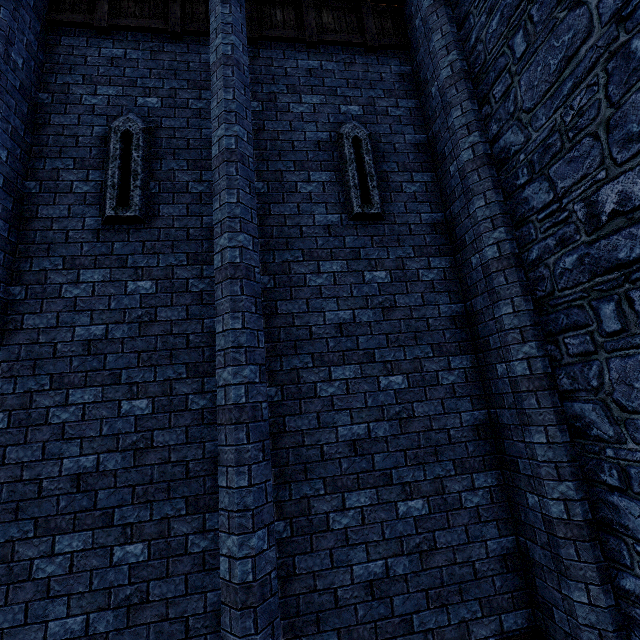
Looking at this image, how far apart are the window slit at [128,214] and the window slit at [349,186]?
2.76m

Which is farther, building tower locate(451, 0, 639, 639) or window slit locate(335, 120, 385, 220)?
window slit locate(335, 120, 385, 220)

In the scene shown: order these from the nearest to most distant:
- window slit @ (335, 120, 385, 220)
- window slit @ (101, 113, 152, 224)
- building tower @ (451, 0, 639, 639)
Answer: building tower @ (451, 0, 639, 639), window slit @ (101, 113, 152, 224), window slit @ (335, 120, 385, 220)

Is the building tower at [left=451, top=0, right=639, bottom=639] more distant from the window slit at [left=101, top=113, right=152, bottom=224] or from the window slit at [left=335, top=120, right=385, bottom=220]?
the window slit at [left=101, top=113, right=152, bottom=224]

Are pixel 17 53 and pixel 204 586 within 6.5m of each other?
no

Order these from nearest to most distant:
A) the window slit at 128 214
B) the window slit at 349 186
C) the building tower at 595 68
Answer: the building tower at 595 68 < the window slit at 128 214 < the window slit at 349 186

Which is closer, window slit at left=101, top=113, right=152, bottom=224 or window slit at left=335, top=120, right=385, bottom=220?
window slit at left=101, top=113, right=152, bottom=224
